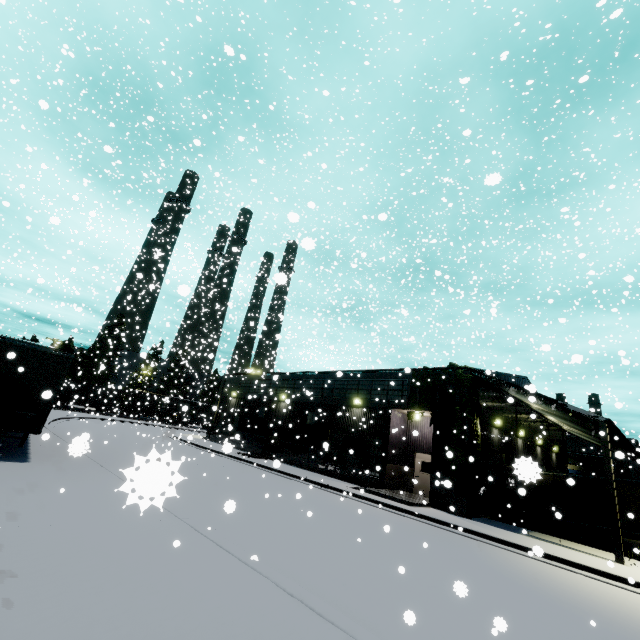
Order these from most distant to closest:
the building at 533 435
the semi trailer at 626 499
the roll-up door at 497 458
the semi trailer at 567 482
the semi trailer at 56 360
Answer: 1. the roll-up door at 497 458
2. the semi trailer at 567 482
3. the semi trailer at 626 499
4. the building at 533 435
5. the semi trailer at 56 360

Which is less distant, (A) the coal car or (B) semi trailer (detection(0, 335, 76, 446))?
(B) semi trailer (detection(0, 335, 76, 446))

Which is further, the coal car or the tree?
the coal car

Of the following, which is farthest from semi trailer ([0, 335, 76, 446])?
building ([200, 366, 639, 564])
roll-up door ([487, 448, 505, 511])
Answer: roll-up door ([487, 448, 505, 511])

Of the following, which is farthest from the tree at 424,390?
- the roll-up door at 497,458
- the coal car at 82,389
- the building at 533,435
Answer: the coal car at 82,389

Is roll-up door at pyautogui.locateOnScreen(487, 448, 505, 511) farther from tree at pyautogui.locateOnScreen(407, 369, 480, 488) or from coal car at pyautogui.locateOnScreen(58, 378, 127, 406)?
coal car at pyautogui.locateOnScreen(58, 378, 127, 406)

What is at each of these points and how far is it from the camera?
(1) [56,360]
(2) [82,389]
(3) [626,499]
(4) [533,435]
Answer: (1) semi trailer, 11.43m
(2) coal car, 51.84m
(3) semi trailer, 18.25m
(4) building, 26.50m

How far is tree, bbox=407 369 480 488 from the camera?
17.2 meters
